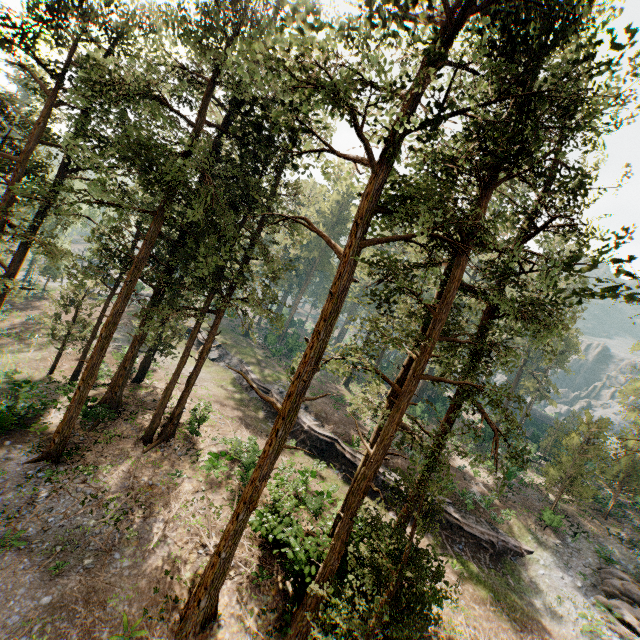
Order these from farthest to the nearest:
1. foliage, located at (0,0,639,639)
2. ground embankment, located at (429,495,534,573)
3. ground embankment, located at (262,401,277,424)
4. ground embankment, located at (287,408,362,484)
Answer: ground embankment, located at (262,401,277,424)
ground embankment, located at (287,408,362,484)
ground embankment, located at (429,495,534,573)
foliage, located at (0,0,639,639)

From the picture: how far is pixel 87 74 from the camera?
13.75m

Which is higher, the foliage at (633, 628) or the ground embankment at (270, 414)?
the foliage at (633, 628)

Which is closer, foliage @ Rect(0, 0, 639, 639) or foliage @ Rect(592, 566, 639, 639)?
foliage @ Rect(0, 0, 639, 639)

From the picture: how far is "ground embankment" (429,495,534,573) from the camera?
22.5m

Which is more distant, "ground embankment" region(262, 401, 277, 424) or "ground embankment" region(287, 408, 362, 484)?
"ground embankment" region(262, 401, 277, 424)

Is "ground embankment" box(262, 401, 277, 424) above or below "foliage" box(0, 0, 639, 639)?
below

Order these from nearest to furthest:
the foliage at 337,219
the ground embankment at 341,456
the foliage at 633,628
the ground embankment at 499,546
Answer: the foliage at 337,219 → the foliage at 633,628 → the ground embankment at 499,546 → the ground embankment at 341,456
